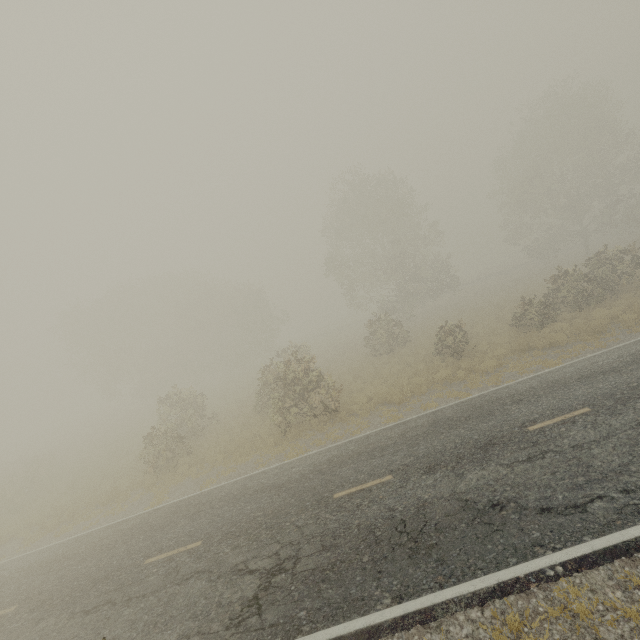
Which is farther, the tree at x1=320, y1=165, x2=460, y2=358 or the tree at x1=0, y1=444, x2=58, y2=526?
the tree at x1=320, y1=165, x2=460, y2=358

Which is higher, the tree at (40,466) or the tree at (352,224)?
the tree at (352,224)

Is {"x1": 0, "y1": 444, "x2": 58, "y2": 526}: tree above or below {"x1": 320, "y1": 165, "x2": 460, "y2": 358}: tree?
below

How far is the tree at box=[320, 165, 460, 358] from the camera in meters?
31.2

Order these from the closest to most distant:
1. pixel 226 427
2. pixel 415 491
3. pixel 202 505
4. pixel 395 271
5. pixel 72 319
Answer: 1. pixel 415 491
2. pixel 202 505
3. pixel 226 427
4. pixel 395 271
5. pixel 72 319

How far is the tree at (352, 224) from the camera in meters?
31.2
